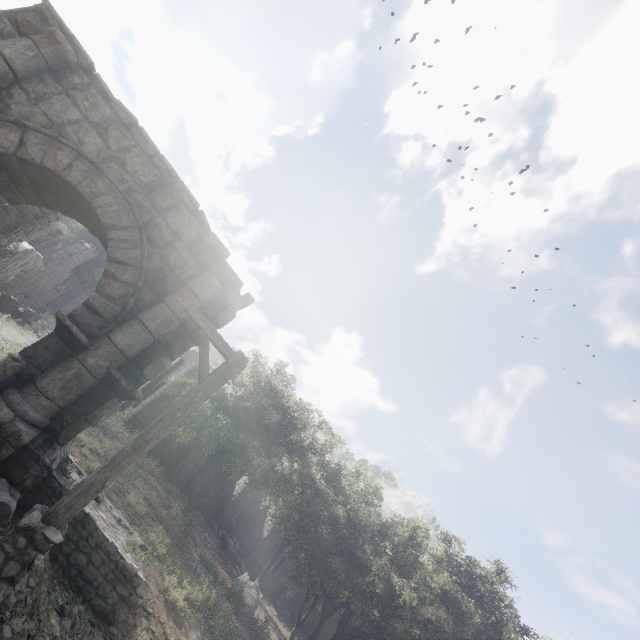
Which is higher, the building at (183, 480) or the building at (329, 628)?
the building at (183, 480)

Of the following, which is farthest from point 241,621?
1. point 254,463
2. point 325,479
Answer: point 325,479

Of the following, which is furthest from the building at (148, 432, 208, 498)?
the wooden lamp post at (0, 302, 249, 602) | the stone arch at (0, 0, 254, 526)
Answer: the wooden lamp post at (0, 302, 249, 602)

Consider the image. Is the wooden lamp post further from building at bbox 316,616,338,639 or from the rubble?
the rubble

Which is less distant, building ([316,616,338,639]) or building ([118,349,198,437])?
building ([118,349,198,437])

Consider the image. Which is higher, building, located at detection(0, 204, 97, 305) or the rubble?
building, located at detection(0, 204, 97, 305)
